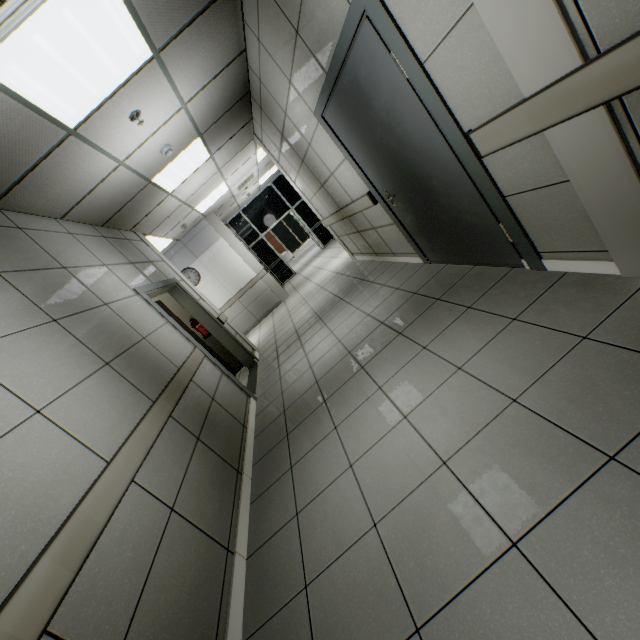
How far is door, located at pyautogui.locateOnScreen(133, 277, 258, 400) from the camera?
4.24m

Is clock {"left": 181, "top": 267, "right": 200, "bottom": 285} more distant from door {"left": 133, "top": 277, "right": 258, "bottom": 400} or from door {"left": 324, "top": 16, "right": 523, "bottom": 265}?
door {"left": 324, "top": 16, "right": 523, "bottom": 265}

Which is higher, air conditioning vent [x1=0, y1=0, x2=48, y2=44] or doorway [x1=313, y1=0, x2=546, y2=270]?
air conditioning vent [x1=0, y1=0, x2=48, y2=44]

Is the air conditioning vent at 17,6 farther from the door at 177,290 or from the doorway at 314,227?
the doorway at 314,227

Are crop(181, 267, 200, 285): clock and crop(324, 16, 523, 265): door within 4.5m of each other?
no

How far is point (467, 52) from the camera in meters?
1.6 m

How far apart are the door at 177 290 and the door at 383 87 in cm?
301

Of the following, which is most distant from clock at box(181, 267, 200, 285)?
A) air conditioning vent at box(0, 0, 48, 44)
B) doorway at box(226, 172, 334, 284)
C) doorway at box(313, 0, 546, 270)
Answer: air conditioning vent at box(0, 0, 48, 44)
